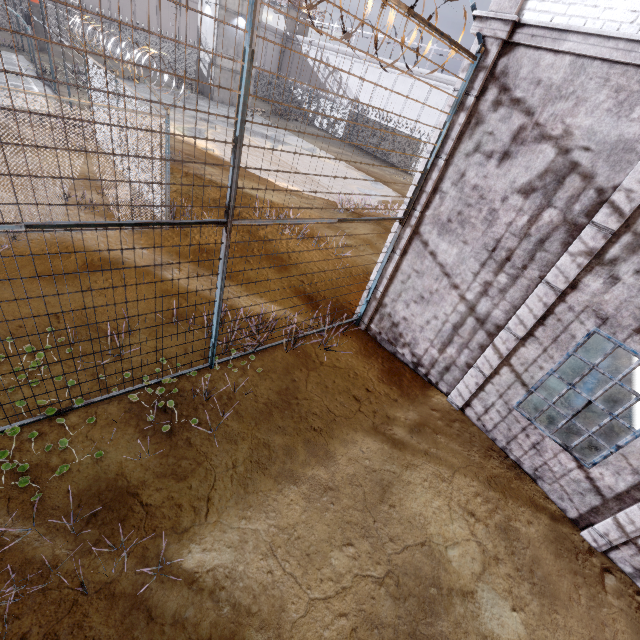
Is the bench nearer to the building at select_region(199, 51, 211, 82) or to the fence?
the fence

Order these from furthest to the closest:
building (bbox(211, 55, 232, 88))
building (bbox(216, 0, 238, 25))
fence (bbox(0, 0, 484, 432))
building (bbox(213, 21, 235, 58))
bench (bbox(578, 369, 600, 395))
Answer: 1. building (bbox(211, 55, 232, 88))
2. building (bbox(213, 21, 235, 58))
3. building (bbox(216, 0, 238, 25))
4. bench (bbox(578, 369, 600, 395))
5. fence (bbox(0, 0, 484, 432))

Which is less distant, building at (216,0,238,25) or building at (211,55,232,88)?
building at (216,0,238,25)

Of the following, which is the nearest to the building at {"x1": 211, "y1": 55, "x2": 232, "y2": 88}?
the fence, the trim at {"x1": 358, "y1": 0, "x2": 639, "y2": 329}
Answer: the fence

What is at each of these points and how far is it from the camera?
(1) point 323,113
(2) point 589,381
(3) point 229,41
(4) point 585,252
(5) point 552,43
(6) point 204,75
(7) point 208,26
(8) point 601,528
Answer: (1) fence, 35.4m
(2) bench, 8.6m
(3) building, 28.2m
(4) trim, 4.7m
(5) trim, 4.5m
(6) building, 30.3m
(7) building, 28.1m
(8) trim, 5.3m

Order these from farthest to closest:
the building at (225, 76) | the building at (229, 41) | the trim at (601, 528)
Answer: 1. the building at (225, 76)
2. the building at (229, 41)
3. the trim at (601, 528)

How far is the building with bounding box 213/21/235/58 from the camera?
27.3m

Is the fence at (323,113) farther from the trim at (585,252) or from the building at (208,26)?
the building at (208,26)
